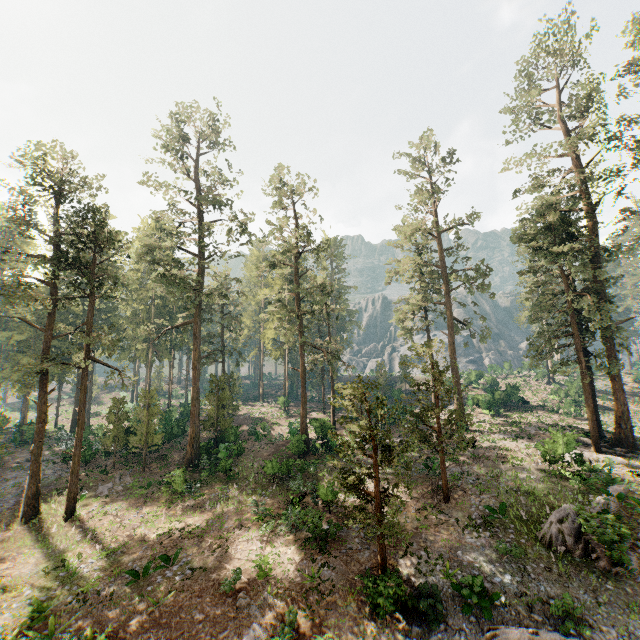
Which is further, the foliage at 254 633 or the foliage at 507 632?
the foliage at 254 633

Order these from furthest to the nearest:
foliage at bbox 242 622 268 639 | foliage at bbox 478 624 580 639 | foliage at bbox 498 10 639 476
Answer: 1. foliage at bbox 498 10 639 476
2. foliage at bbox 242 622 268 639
3. foliage at bbox 478 624 580 639

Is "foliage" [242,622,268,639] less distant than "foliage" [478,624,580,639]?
No

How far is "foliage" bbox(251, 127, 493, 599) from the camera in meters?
14.9

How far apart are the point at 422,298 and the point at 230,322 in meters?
23.5 m
